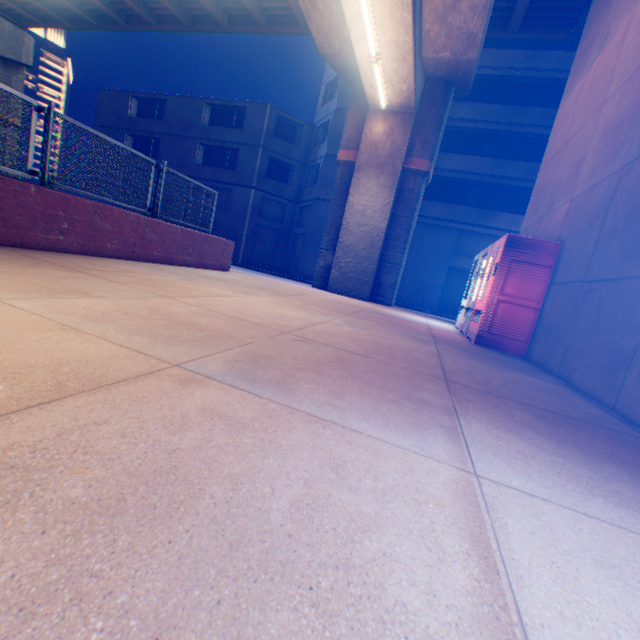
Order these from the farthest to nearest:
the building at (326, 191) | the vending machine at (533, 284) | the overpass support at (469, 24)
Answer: the building at (326, 191) < the overpass support at (469, 24) < the vending machine at (533, 284)

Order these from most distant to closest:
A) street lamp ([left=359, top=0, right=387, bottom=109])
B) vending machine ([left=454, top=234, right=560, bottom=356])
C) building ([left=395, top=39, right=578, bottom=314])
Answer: building ([left=395, top=39, right=578, bottom=314]) < street lamp ([left=359, top=0, right=387, bottom=109]) < vending machine ([left=454, top=234, right=560, bottom=356])

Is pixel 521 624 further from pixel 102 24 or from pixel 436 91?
pixel 102 24

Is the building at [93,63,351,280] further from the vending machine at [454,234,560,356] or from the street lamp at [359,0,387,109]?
the street lamp at [359,0,387,109]

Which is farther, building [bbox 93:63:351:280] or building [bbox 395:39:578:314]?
building [bbox 93:63:351:280]

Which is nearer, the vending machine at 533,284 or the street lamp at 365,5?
the vending machine at 533,284

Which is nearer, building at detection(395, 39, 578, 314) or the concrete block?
the concrete block

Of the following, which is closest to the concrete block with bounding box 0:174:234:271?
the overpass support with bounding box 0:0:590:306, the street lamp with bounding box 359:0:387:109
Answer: the overpass support with bounding box 0:0:590:306
